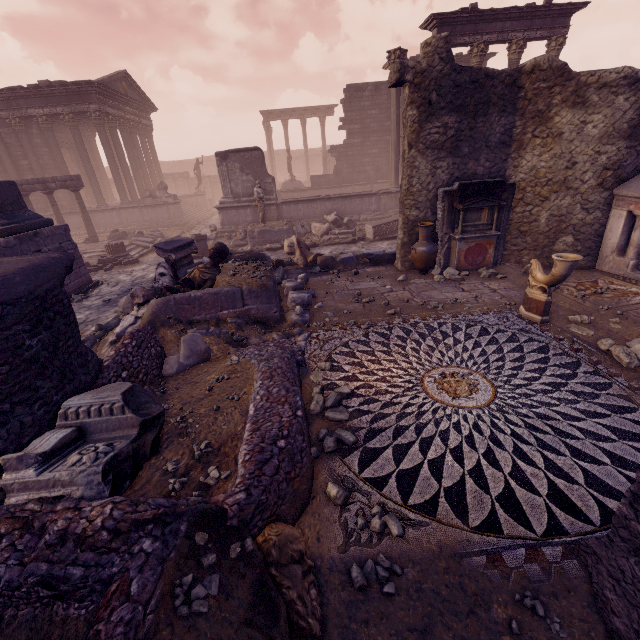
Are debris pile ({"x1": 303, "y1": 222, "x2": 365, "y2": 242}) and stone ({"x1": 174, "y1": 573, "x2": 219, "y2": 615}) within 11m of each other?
no

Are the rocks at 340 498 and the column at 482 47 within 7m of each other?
no

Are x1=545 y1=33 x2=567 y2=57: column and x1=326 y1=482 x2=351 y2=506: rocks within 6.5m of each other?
no

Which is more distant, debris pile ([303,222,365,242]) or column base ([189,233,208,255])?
debris pile ([303,222,365,242])

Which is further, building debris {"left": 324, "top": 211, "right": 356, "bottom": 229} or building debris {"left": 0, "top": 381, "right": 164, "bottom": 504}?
building debris {"left": 324, "top": 211, "right": 356, "bottom": 229}

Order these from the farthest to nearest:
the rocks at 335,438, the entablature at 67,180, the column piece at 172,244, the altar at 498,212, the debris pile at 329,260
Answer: the entablature at 67,180 → the debris pile at 329,260 → the column piece at 172,244 → the altar at 498,212 → the rocks at 335,438

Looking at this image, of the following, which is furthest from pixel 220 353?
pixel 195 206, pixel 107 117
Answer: pixel 195 206

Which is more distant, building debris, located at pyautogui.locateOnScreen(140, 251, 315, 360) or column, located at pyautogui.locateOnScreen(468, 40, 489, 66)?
column, located at pyautogui.locateOnScreen(468, 40, 489, 66)
